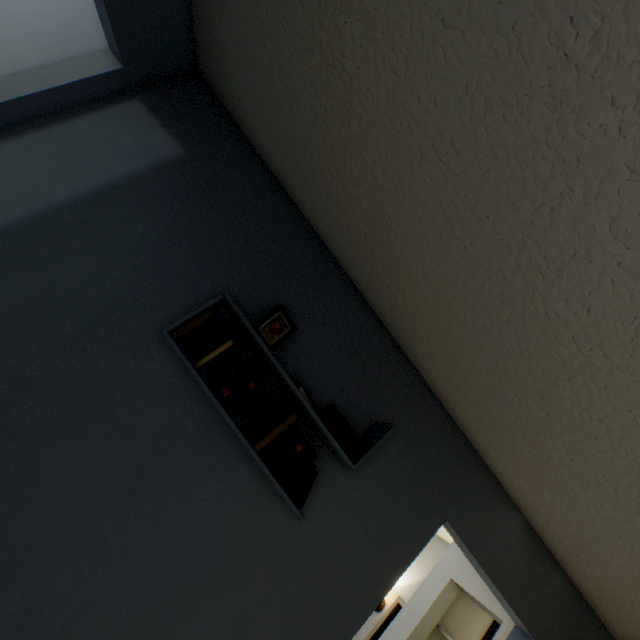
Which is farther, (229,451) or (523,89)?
(229,451)

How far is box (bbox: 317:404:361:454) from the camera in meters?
1.5

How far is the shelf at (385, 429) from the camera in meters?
1.3

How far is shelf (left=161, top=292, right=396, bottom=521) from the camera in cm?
134

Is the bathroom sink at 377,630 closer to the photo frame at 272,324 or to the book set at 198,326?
the book set at 198,326

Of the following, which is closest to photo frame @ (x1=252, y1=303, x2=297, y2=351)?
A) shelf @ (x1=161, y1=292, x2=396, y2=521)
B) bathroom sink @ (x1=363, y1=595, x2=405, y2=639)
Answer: shelf @ (x1=161, y1=292, x2=396, y2=521)

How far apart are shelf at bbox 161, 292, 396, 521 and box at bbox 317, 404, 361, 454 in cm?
4

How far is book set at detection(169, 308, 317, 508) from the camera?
1.38m
